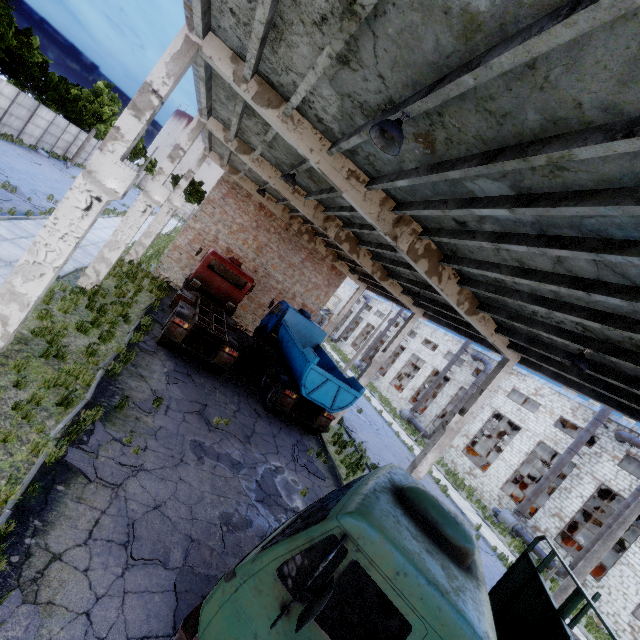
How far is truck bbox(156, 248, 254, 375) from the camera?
11.79m

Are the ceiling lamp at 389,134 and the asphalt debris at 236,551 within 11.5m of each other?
yes

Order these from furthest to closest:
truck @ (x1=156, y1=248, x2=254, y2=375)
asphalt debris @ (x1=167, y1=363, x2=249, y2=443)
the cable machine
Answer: the cable machine
truck @ (x1=156, y1=248, x2=254, y2=375)
asphalt debris @ (x1=167, y1=363, x2=249, y2=443)

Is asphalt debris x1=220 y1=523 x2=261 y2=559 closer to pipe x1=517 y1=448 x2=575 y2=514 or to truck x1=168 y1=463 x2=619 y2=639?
truck x1=168 y1=463 x2=619 y2=639

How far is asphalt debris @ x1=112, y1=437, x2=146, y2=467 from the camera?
6.58m

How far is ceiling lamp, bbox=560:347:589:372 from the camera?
7.2 meters

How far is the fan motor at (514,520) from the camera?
22.9 meters

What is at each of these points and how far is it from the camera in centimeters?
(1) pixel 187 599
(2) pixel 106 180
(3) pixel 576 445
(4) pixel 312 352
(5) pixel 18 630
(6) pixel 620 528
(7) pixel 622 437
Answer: (1) asphalt debris, 512cm
(2) column beam, 649cm
(3) pipe, 2277cm
(4) truck, 1274cm
(5) asphalt debris, 367cm
(6) lamp post, 1388cm
(7) pipe, 2122cm
